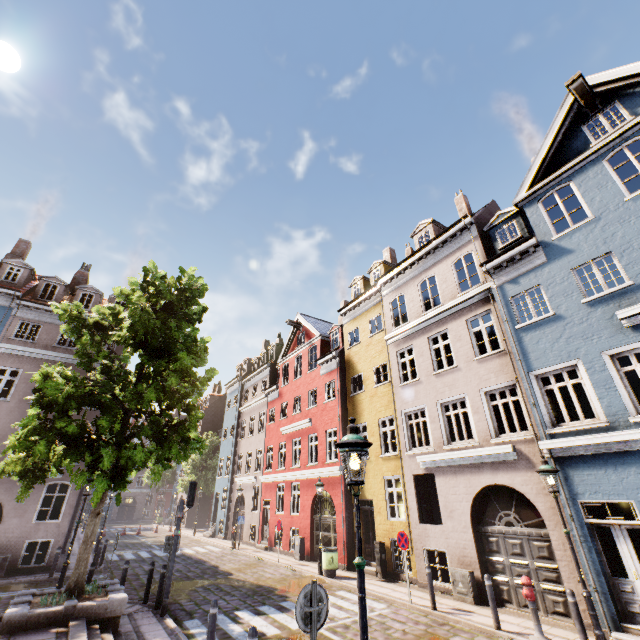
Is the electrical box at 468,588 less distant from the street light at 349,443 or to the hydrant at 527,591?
the hydrant at 527,591

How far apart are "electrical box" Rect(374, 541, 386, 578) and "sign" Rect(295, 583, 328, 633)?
11.1m

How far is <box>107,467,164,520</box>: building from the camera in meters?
51.1

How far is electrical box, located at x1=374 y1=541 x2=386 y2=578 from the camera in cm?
1345

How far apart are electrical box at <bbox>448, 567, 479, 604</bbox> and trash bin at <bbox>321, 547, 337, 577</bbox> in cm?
509

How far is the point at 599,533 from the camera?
9.4 meters

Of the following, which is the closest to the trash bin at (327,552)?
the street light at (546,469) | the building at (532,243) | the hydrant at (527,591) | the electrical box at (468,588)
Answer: the building at (532,243)

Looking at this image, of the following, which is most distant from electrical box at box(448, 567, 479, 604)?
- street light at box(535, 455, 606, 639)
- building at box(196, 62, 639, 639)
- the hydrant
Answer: street light at box(535, 455, 606, 639)
